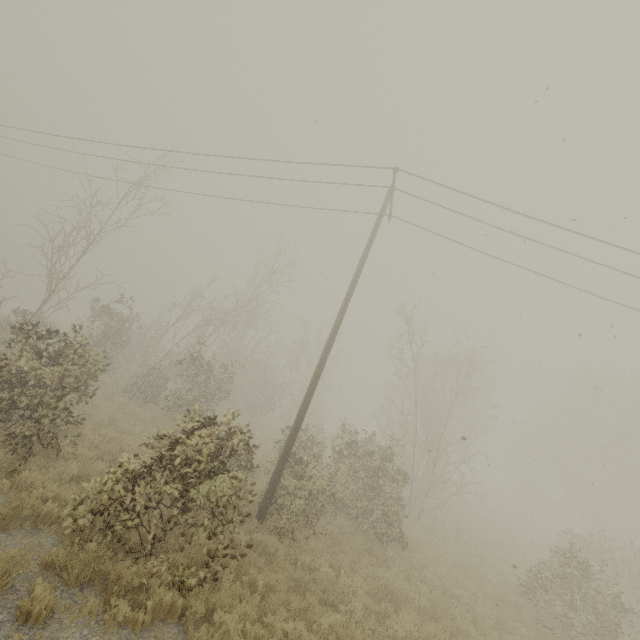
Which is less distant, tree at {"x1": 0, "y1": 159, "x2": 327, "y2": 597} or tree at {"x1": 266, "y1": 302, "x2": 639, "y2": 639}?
tree at {"x1": 0, "y1": 159, "x2": 327, "y2": 597}

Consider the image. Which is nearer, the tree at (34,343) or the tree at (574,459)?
the tree at (34,343)

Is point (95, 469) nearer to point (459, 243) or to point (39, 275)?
point (39, 275)
